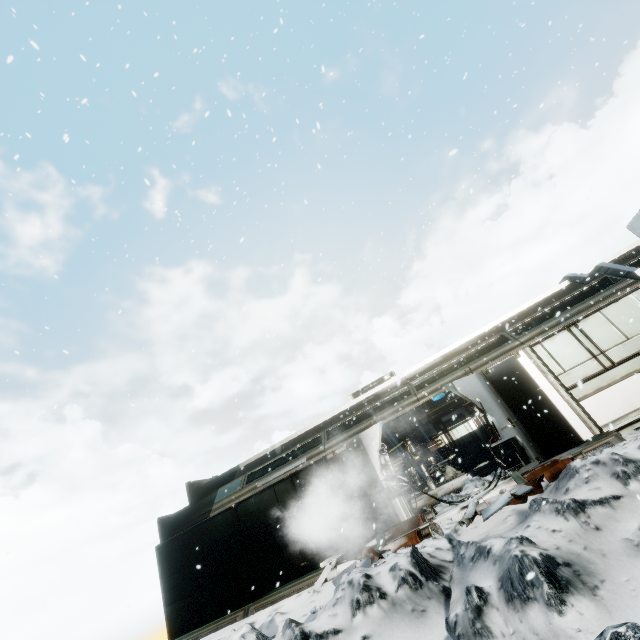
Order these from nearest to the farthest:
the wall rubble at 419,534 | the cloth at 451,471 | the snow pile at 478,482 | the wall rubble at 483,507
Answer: the wall rubble at 483,507
the wall rubble at 419,534
the snow pile at 478,482
the cloth at 451,471

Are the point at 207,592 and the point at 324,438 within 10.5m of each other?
yes

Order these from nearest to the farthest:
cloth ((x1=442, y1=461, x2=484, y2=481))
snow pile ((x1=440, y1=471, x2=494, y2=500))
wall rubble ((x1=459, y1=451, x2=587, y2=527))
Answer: wall rubble ((x1=459, y1=451, x2=587, y2=527)), snow pile ((x1=440, y1=471, x2=494, y2=500)), cloth ((x1=442, y1=461, x2=484, y2=481))

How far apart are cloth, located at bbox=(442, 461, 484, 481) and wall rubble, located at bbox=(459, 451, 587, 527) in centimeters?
734cm

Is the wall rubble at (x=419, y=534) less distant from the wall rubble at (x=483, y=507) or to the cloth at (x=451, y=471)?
the wall rubble at (x=483, y=507)

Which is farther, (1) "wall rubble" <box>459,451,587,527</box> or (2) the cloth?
(2) the cloth

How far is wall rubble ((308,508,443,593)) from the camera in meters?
7.5 m

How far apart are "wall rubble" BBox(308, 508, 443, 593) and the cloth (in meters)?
7.19
